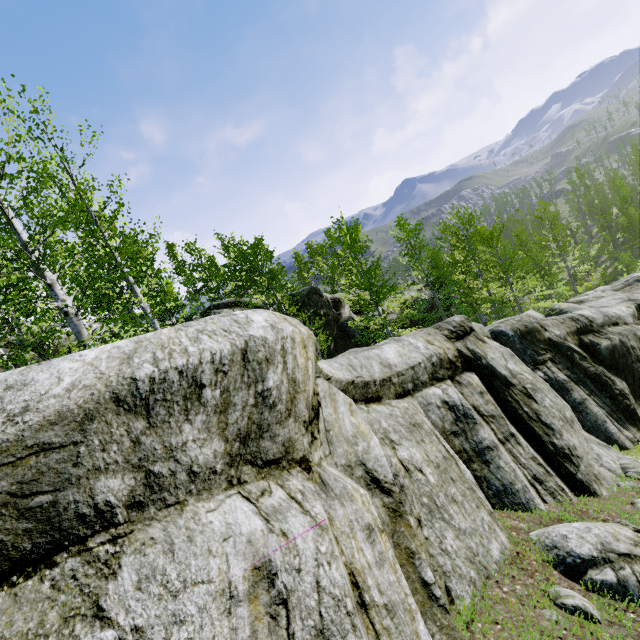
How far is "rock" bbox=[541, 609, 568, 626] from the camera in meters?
3.9 m

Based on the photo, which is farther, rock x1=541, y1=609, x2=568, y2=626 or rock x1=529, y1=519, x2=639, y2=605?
rock x1=529, y1=519, x2=639, y2=605

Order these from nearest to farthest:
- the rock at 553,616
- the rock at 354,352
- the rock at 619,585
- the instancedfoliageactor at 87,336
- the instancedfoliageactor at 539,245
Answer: the rock at 354,352 < the rock at 553,616 < the rock at 619,585 < the instancedfoliageactor at 87,336 < the instancedfoliageactor at 539,245

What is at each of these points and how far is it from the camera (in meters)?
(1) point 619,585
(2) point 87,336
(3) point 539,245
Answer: (1) rock, 4.38
(2) instancedfoliageactor, 7.25
(3) instancedfoliageactor, 50.97

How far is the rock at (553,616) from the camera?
3.87m

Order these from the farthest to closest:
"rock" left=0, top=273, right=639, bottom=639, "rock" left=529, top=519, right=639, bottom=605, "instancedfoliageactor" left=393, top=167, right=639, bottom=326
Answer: "instancedfoliageactor" left=393, top=167, right=639, bottom=326
"rock" left=529, top=519, right=639, bottom=605
"rock" left=0, top=273, right=639, bottom=639
